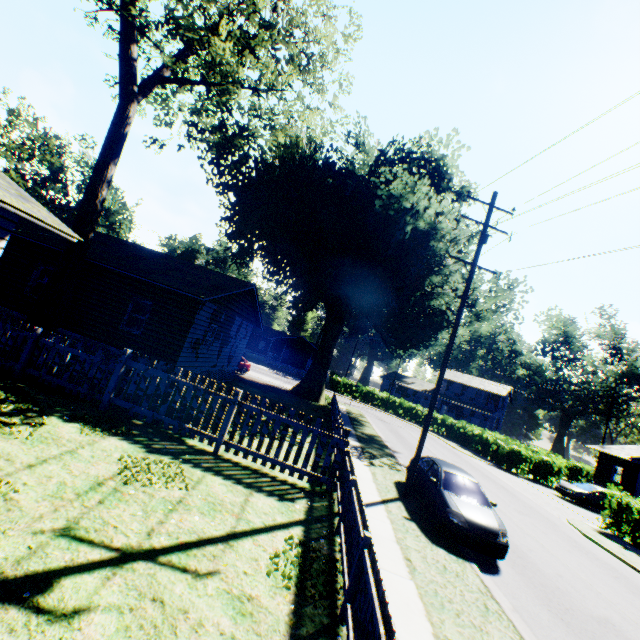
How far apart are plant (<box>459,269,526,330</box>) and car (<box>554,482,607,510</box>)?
14.2m

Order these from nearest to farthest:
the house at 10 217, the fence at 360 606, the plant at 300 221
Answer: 1. the fence at 360 606
2. the house at 10 217
3. the plant at 300 221

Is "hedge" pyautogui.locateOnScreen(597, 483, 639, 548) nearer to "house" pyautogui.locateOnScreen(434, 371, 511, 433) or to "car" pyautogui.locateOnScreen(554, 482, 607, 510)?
"car" pyautogui.locateOnScreen(554, 482, 607, 510)

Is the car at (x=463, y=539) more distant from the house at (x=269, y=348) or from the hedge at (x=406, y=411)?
the house at (x=269, y=348)

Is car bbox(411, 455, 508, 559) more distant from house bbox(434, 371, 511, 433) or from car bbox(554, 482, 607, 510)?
house bbox(434, 371, 511, 433)

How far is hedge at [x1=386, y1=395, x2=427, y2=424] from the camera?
41.8m

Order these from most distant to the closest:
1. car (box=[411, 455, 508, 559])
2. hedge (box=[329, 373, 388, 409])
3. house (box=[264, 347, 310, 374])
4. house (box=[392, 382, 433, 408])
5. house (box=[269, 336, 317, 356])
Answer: house (box=[269, 336, 317, 356]), house (box=[264, 347, 310, 374]), house (box=[392, 382, 433, 408]), hedge (box=[329, 373, 388, 409]), car (box=[411, 455, 508, 559])

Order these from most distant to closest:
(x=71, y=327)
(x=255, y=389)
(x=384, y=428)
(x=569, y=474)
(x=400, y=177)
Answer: (x=569, y=474), (x=400, y=177), (x=384, y=428), (x=255, y=389), (x=71, y=327)
